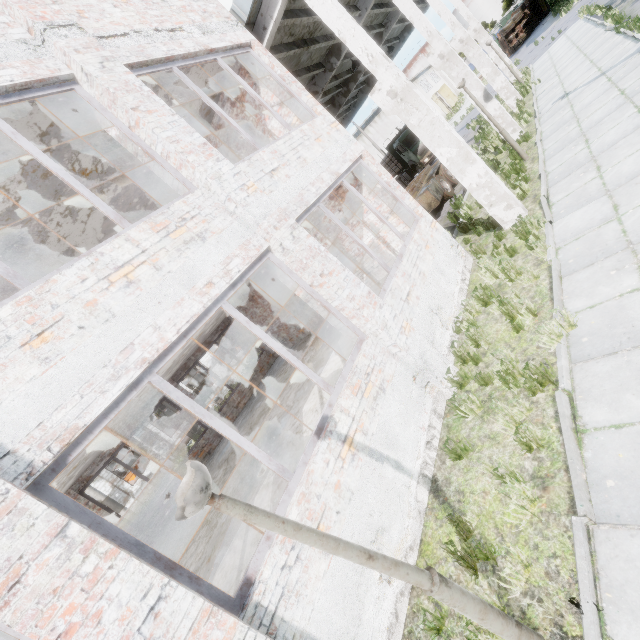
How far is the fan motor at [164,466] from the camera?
26.7 meters

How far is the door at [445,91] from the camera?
54.9m

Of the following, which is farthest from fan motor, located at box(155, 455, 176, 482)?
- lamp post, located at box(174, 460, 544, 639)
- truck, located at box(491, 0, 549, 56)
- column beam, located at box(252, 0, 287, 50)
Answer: truck, located at box(491, 0, 549, 56)

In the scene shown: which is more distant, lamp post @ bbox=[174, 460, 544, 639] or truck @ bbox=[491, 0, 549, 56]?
truck @ bbox=[491, 0, 549, 56]

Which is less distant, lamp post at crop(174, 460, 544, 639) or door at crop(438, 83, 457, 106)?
lamp post at crop(174, 460, 544, 639)

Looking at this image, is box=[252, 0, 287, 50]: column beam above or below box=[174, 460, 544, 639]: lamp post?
above

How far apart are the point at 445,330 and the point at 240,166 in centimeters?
501cm

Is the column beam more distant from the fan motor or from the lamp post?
the fan motor
